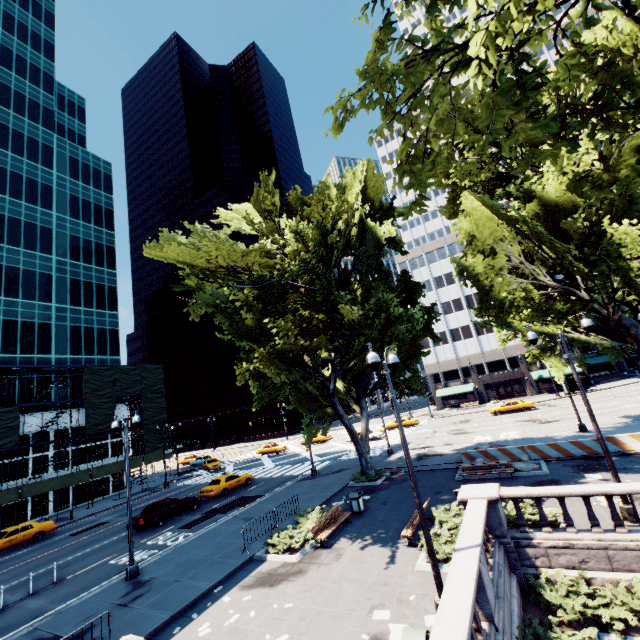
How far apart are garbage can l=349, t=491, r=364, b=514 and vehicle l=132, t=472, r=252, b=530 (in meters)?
14.39

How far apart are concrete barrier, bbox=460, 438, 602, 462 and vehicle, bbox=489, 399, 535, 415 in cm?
2306

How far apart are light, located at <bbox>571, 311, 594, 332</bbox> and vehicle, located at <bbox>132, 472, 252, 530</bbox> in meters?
25.5 m

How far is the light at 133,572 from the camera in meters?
14.6

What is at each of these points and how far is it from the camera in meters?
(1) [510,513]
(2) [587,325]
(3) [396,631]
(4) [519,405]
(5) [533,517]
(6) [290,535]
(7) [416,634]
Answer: (1) bush, 12.8 m
(2) light, 12.3 m
(3) instancedfoliageactor, 8.4 m
(4) vehicle, 40.5 m
(5) bush, 12.1 m
(6) bush, 15.2 m
(7) garbage can, 6.8 m

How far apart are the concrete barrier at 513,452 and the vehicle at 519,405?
23.06m

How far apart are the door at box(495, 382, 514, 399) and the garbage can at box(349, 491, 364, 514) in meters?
49.7 m

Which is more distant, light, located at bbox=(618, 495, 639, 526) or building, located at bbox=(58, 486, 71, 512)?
building, located at bbox=(58, 486, 71, 512)
